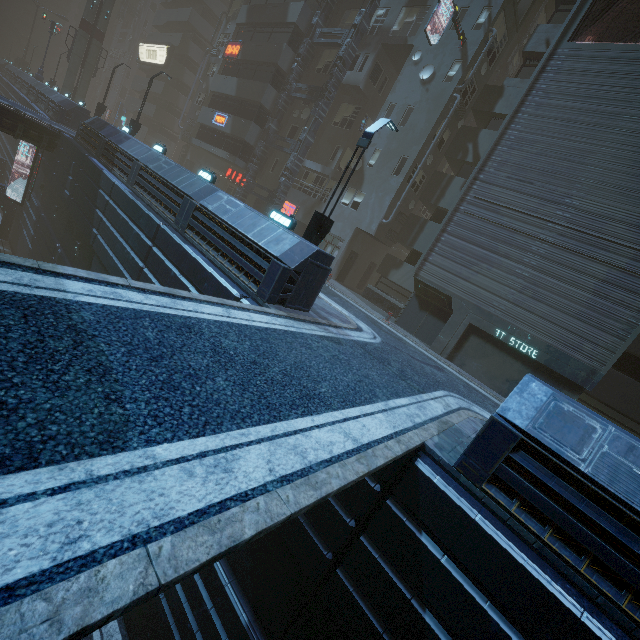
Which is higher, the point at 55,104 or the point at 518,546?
the point at 55,104

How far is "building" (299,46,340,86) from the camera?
25.63m

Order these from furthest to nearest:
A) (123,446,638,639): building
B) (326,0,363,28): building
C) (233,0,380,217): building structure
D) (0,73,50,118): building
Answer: (0,73,50,118): building
(326,0,363,28): building
(233,0,380,217): building structure
(123,446,638,639): building

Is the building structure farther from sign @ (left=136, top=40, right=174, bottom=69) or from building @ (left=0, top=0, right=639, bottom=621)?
sign @ (left=136, top=40, right=174, bottom=69)

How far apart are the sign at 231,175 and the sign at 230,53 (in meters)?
8.47

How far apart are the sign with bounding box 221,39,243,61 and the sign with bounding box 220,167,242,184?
8.5m

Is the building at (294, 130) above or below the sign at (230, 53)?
below

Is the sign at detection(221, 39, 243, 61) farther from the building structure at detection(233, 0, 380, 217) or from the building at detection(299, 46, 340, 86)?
the building structure at detection(233, 0, 380, 217)
